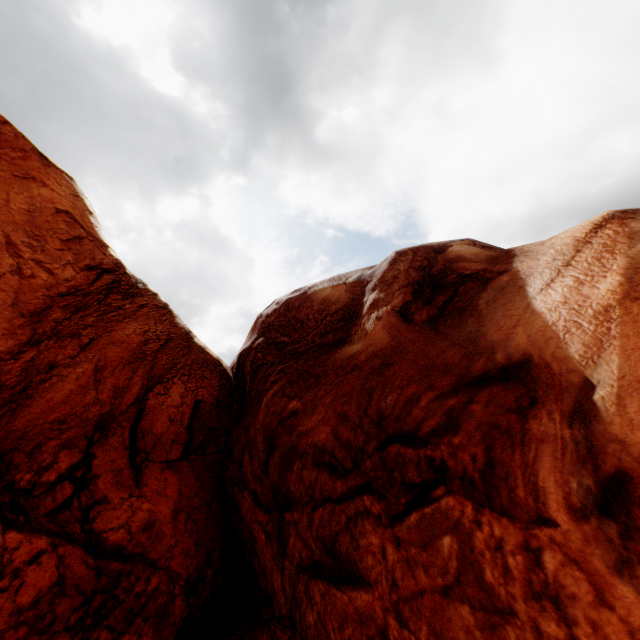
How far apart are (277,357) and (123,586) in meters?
7.0 m
